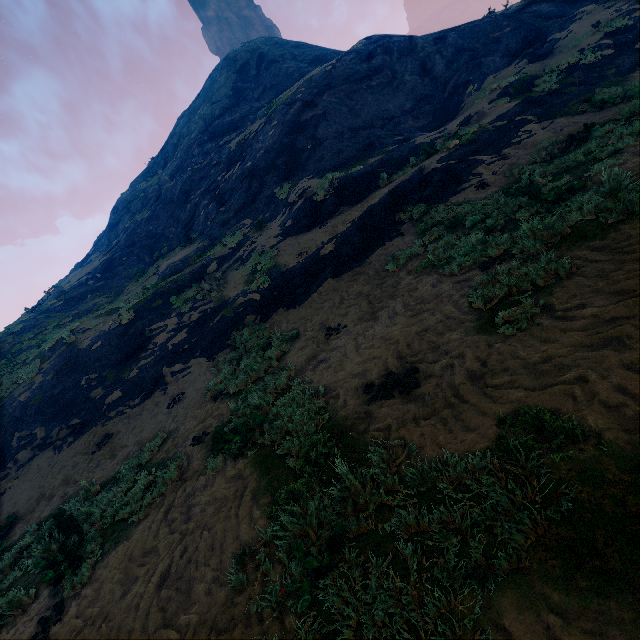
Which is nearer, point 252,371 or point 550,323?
point 550,323
